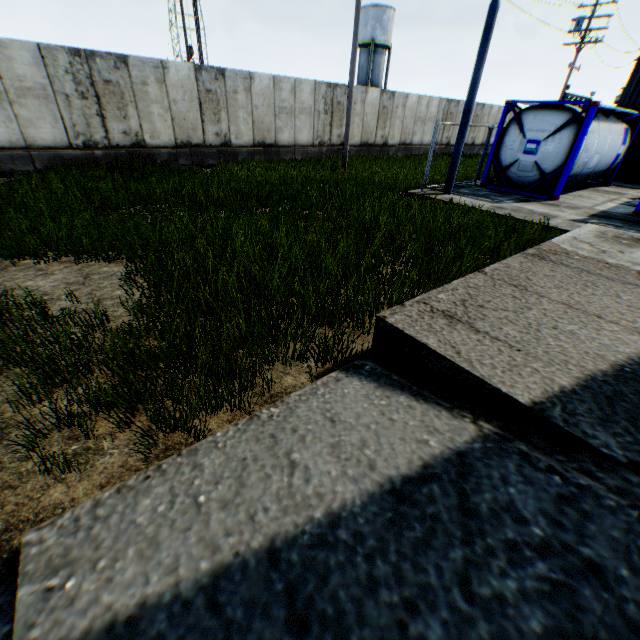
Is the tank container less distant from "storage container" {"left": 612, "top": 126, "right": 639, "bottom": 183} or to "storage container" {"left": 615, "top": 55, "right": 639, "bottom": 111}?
"storage container" {"left": 612, "top": 126, "right": 639, "bottom": 183}

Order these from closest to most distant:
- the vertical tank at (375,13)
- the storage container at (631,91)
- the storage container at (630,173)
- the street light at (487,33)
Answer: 1. the street light at (487,33)
2. the storage container at (630,173)
3. the storage container at (631,91)
4. the vertical tank at (375,13)

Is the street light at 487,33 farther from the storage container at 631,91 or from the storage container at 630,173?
the storage container at 631,91

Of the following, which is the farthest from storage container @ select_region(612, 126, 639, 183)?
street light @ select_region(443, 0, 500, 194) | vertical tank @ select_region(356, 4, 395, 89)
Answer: vertical tank @ select_region(356, 4, 395, 89)

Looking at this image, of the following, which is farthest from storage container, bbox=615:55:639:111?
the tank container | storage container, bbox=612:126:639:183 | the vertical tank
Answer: the vertical tank

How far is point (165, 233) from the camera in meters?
5.8 m

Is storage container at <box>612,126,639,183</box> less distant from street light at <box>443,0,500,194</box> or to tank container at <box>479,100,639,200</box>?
tank container at <box>479,100,639,200</box>

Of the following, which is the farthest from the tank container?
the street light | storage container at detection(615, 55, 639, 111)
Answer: storage container at detection(615, 55, 639, 111)
